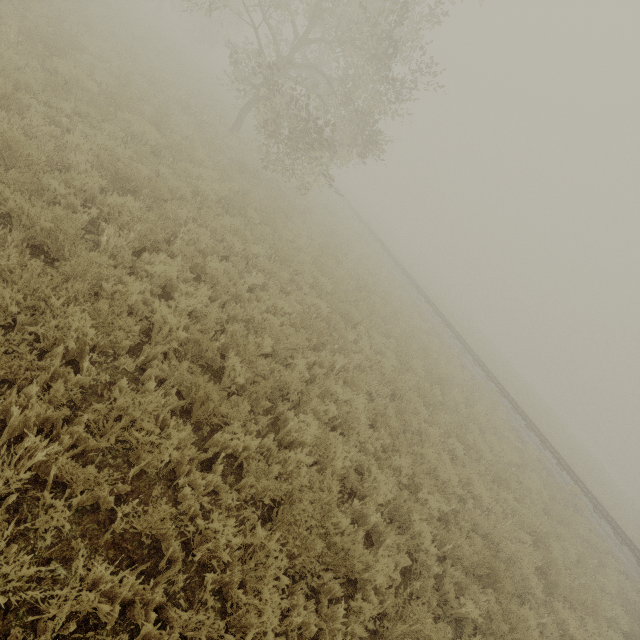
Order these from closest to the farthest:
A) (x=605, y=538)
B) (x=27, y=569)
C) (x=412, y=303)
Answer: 1. (x=27, y=569)
2. (x=605, y=538)
3. (x=412, y=303)

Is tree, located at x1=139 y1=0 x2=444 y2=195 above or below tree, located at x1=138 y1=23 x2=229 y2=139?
above

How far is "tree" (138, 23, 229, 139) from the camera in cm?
1338

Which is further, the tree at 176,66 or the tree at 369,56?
the tree at 176,66

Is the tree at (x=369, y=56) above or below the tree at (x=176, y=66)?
above

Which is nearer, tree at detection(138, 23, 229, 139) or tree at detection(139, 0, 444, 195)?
tree at detection(139, 0, 444, 195)
